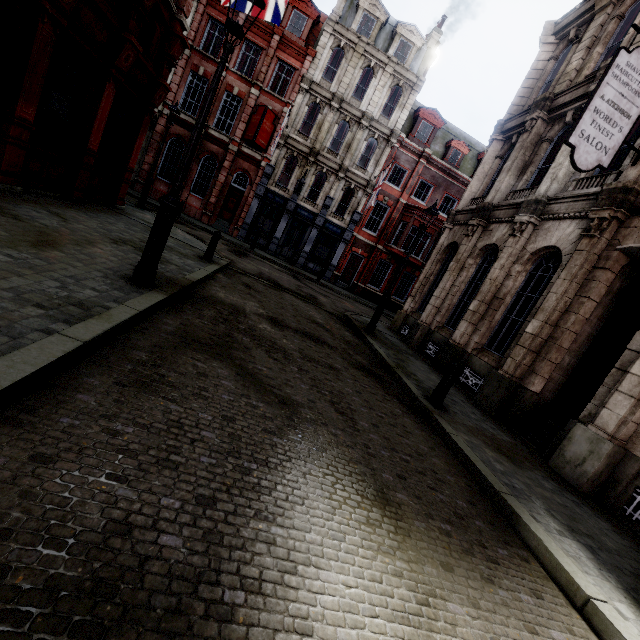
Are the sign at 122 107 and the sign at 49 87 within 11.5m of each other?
yes

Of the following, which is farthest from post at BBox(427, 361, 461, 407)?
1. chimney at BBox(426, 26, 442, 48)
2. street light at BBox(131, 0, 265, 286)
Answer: chimney at BBox(426, 26, 442, 48)

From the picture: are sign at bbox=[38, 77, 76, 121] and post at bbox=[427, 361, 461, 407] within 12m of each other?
yes

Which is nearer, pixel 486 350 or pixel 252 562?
pixel 252 562

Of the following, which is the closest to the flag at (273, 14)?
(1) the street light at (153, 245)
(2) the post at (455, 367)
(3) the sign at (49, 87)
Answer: (3) the sign at (49, 87)

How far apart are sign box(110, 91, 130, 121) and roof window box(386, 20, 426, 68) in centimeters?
2166cm

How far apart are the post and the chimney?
30.3 meters

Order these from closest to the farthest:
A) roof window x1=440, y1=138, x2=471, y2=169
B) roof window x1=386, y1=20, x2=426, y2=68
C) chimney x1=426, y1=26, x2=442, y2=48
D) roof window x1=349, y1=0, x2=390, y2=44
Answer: roof window x1=349, y1=0, x2=390, y2=44 → roof window x1=386, y1=20, x2=426, y2=68 → chimney x1=426, y1=26, x2=442, y2=48 → roof window x1=440, y1=138, x2=471, y2=169
